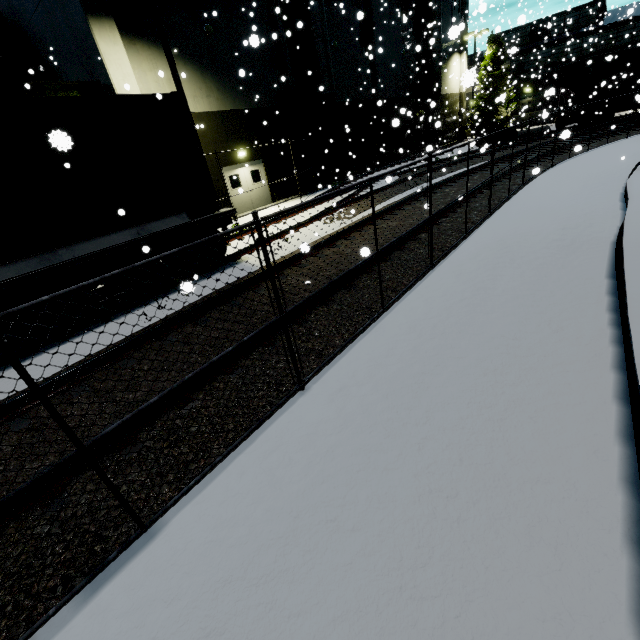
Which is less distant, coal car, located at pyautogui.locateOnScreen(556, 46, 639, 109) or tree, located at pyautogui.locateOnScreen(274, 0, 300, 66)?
tree, located at pyautogui.locateOnScreen(274, 0, 300, 66)

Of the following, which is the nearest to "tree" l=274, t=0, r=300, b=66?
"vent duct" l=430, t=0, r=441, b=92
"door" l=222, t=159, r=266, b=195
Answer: "vent duct" l=430, t=0, r=441, b=92

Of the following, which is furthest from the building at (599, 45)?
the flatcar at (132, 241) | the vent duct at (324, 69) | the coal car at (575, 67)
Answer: the flatcar at (132, 241)

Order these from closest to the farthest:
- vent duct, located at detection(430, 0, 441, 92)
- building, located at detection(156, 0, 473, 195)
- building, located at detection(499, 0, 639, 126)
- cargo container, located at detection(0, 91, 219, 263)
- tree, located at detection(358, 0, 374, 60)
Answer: cargo container, located at detection(0, 91, 219, 263) < building, located at detection(156, 0, 473, 195) < tree, located at detection(358, 0, 374, 60) < vent duct, located at detection(430, 0, 441, 92) < building, located at detection(499, 0, 639, 126)

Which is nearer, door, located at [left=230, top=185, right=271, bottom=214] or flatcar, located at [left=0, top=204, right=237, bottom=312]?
flatcar, located at [left=0, top=204, right=237, bottom=312]

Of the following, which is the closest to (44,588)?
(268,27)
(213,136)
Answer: (213,136)

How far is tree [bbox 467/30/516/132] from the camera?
33.81m

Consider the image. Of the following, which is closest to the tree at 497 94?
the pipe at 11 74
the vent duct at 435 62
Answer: the vent duct at 435 62
